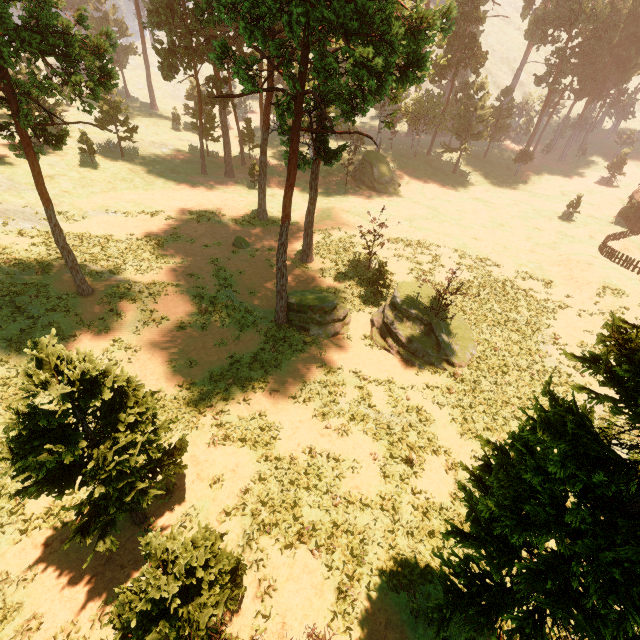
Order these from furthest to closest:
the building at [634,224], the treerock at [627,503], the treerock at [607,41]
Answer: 1. the treerock at [607,41]
2. the building at [634,224]
3. the treerock at [627,503]

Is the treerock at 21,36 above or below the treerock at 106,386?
above

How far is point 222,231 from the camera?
33.5 meters

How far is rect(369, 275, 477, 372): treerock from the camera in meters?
22.2 m

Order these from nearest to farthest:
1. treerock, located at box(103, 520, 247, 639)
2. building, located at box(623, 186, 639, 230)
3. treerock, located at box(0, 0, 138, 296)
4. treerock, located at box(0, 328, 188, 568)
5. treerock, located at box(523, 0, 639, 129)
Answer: treerock, located at box(103, 520, 247, 639) < treerock, located at box(0, 328, 188, 568) < treerock, located at box(0, 0, 138, 296) < building, located at box(623, 186, 639, 230) < treerock, located at box(523, 0, 639, 129)

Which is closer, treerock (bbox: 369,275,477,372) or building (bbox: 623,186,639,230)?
treerock (bbox: 369,275,477,372)

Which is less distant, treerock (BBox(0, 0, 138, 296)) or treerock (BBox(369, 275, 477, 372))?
treerock (BBox(0, 0, 138, 296))
